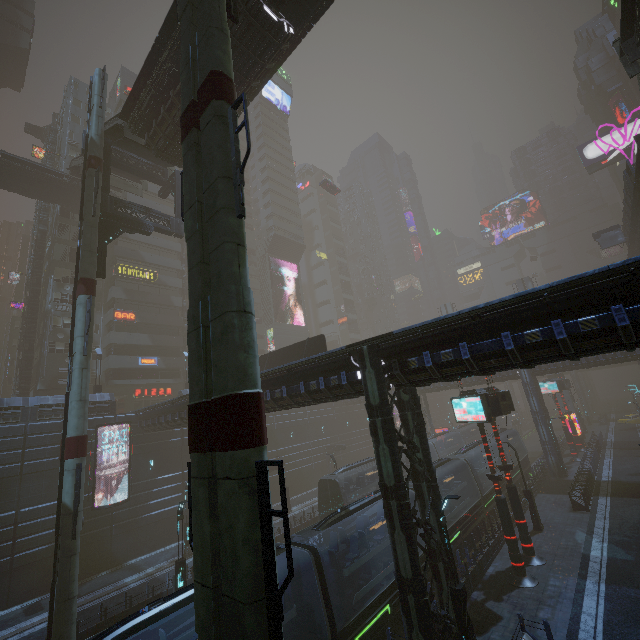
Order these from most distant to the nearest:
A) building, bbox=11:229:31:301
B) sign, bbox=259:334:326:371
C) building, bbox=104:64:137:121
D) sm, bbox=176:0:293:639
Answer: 1. building, bbox=11:229:31:301
2. building, bbox=104:64:137:121
3. sign, bbox=259:334:326:371
4. sm, bbox=176:0:293:639

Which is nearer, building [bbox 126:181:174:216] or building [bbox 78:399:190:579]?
building [bbox 78:399:190:579]

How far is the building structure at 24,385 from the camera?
34.8 meters

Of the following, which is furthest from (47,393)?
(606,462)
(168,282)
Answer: (606,462)

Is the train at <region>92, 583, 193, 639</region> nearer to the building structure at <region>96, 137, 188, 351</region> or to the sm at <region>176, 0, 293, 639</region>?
the sm at <region>176, 0, 293, 639</region>

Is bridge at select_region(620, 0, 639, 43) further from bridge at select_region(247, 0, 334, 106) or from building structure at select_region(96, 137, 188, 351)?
building structure at select_region(96, 137, 188, 351)

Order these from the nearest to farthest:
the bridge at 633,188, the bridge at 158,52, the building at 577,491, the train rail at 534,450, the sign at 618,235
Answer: the bridge at 158,52 → the building at 577,491 → the bridge at 633,188 → the sign at 618,235 → the train rail at 534,450

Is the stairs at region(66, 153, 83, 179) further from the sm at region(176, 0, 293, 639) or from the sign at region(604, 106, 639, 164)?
the sign at region(604, 106, 639, 164)
